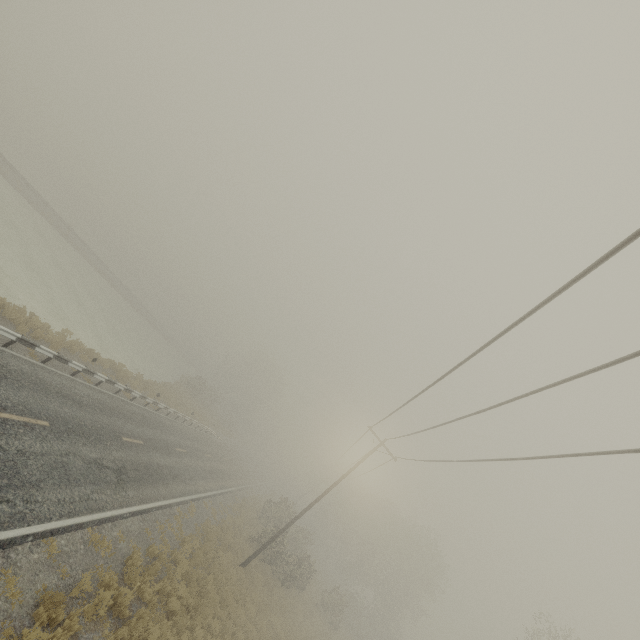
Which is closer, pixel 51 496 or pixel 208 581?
pixel 51 496
